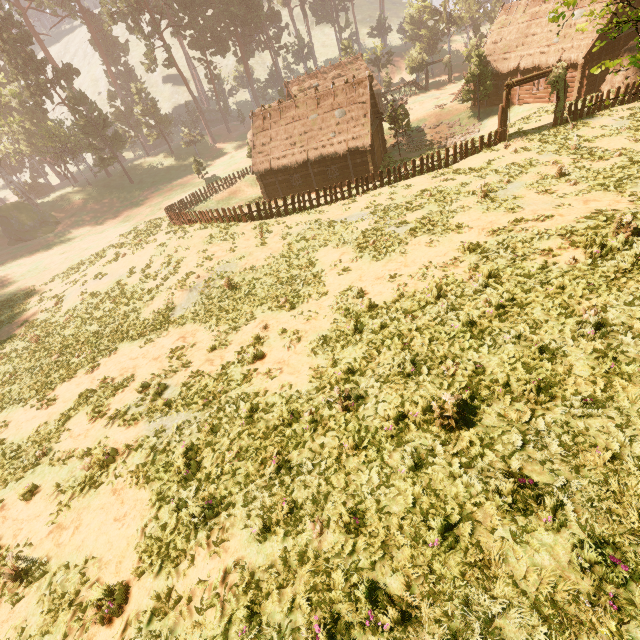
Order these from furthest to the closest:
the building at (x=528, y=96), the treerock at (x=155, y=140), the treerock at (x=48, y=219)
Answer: the treerock at (x=155, y=140) → the treerock at (x=48, y=219) → the building at (x=528, y=96)

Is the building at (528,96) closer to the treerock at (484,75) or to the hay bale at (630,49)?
the treerock at (484,75)

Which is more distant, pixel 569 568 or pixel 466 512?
pixel 466 512

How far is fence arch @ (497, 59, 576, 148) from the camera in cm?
2058

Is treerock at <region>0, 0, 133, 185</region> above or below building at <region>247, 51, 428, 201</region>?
above

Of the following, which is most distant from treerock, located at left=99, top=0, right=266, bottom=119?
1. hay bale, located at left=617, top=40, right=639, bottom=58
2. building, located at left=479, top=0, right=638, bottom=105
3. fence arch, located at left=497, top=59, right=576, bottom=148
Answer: fence arch, located at left=497, top=59, right=576, bottom=148

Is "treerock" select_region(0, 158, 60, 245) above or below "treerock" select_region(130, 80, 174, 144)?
below

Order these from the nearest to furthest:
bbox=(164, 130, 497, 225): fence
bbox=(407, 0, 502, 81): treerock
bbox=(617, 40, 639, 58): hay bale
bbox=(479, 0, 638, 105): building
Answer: bbox=(164, 130, 497, 225): fence < bbox=(617, 40, 639, 58): hay bale < bbox=(479, 0, 638, 105): building < bbox=(407, 0, 502, 81): treerock
